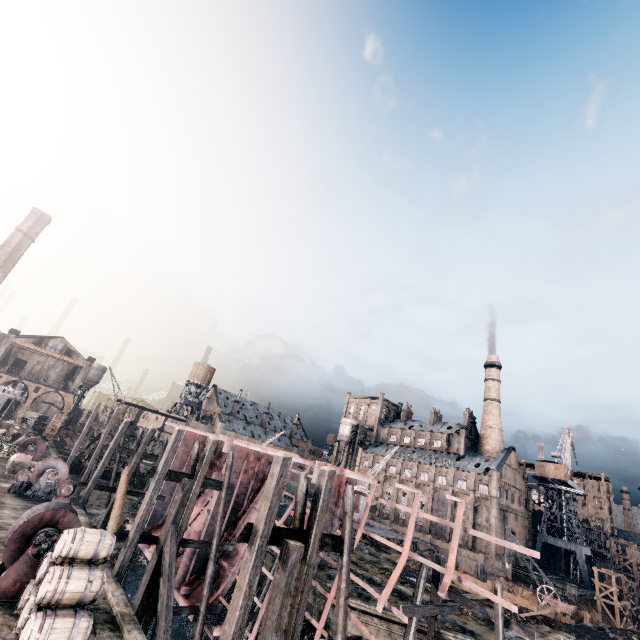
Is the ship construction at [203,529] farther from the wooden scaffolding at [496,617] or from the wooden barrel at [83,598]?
the wooden barrel at [83,598]

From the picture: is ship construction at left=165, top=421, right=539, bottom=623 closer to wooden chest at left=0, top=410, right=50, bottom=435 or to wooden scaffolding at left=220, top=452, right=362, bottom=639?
wooden scaffolding at left=220, top=452, right=362, bottom=639

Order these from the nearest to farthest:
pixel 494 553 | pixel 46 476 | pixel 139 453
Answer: pixel 46 476
pixel 139 453
pixel 494 553

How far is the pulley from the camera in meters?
30.1 m

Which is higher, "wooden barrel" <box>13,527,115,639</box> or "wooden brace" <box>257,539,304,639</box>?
"wooden brace" <box>257,539,304,639</box>

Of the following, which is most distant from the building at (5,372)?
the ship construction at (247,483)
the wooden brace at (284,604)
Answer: the wooden brace at (284,604)

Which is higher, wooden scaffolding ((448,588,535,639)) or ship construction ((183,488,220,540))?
wooden scaffolding ((448,588,535,639))

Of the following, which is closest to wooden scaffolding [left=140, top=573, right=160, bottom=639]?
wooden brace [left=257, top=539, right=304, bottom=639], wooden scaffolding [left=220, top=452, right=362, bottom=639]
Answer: wooden scaffolding [left=220, top=452, right=362, bottom=639]
